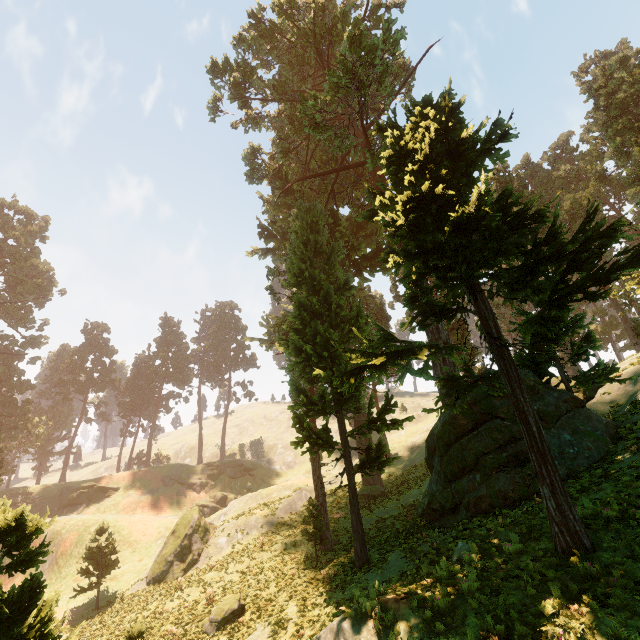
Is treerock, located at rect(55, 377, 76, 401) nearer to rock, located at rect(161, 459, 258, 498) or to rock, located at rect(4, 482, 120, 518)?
rock, located at rect(4, 482, 120, 518)

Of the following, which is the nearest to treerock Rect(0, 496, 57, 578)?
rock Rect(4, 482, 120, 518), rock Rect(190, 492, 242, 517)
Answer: rock Rect(4, 482, 120, 518)

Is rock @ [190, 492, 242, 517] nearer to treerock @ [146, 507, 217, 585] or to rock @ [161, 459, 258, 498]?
rock @ [161, 459, 258, 498]

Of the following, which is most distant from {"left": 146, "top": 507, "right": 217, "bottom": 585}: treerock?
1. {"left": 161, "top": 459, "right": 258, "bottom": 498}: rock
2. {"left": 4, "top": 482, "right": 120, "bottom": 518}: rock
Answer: {"left": 161, "top": 459, "right": 258, "bottom": 498}: rock

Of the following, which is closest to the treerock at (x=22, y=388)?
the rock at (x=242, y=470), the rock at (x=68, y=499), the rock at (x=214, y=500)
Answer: the rock at (x=68, y=499)

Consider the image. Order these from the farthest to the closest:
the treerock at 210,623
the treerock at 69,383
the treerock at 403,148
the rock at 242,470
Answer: the treerock at 69,383
the rock at 242,470
the treerock at 210,623
the treerock at 403,148

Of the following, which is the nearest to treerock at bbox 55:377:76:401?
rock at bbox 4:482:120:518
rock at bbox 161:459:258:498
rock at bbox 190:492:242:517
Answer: rock at bbox 4:482:120:518

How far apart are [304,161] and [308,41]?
23.25m
